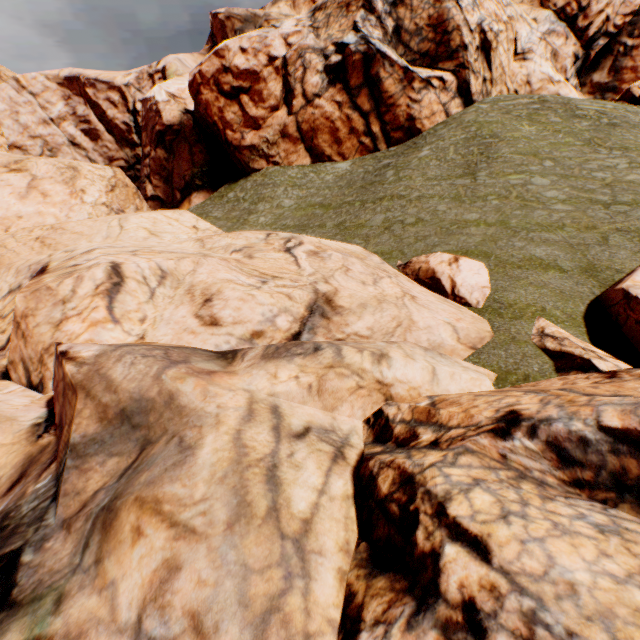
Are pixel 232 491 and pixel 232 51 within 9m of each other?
no

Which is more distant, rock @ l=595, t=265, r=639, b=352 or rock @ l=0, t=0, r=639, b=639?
rock @ l=595, t=265, r=639, b=352

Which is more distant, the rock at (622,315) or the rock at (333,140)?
the rock at (622,315)
